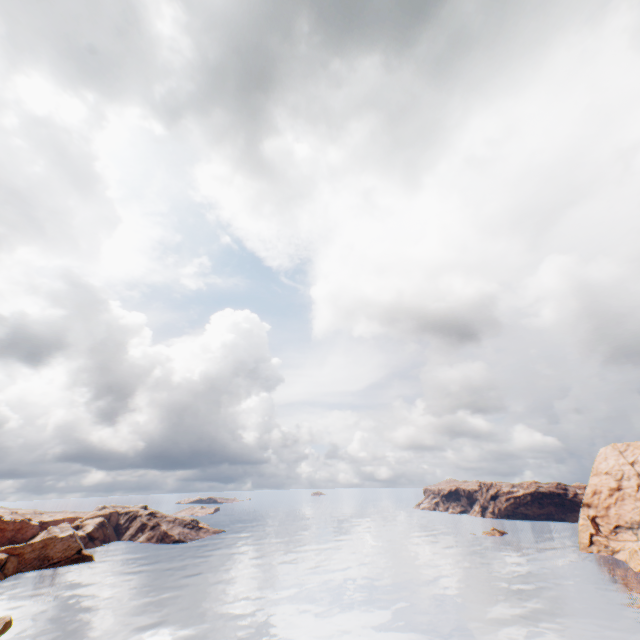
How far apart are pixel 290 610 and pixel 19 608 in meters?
50.0 m
